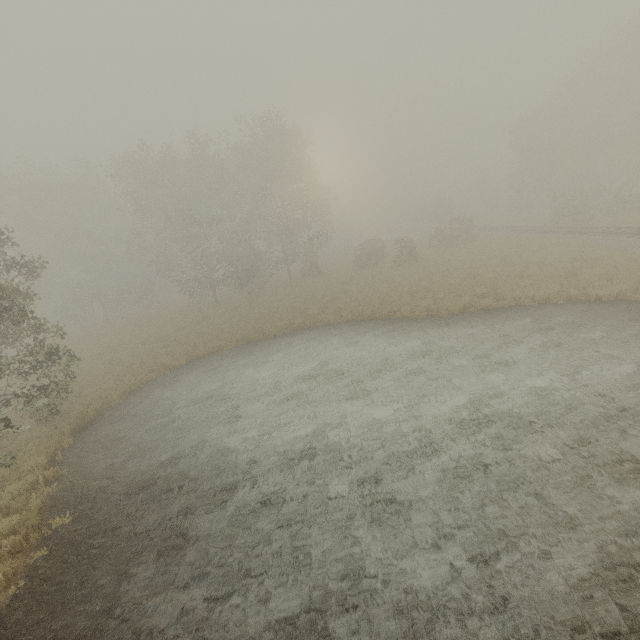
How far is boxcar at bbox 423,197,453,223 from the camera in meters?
55.2

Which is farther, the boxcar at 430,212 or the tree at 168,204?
the boxcar at 430,212

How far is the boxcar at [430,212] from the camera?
55.2 meters

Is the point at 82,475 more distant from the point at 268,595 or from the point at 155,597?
the point at 268,595

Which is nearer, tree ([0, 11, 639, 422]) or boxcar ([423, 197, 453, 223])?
tree ([0, 11, 639, 422])
